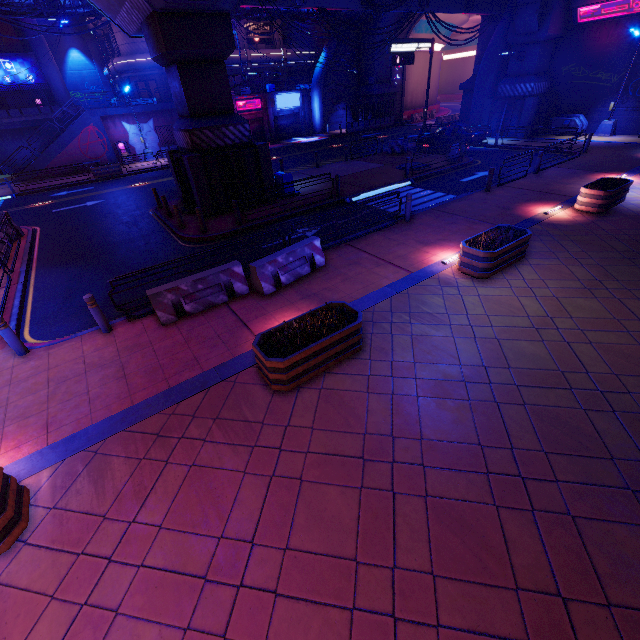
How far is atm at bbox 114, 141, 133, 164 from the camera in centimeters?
3103cm

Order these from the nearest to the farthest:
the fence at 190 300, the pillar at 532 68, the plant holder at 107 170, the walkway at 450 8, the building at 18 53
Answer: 1. the fence at 190 300
2. the walkway at 450 8
3. the pillar at 532 68
4. the plant holder at 107 170
5. the building at 18 53

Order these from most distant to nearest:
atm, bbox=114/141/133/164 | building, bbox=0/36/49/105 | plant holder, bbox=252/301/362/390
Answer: building, bbox=0/36/49/105 < atm, bbox=114/141/133/164 < plant holder, bbox=252/301/362/390

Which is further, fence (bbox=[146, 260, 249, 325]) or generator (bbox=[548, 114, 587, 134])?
generator (bbox=[548, 114, 587, 134])

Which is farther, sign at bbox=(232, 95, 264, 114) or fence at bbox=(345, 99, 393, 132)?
fence at bbox=(345, 99, 393, 132)

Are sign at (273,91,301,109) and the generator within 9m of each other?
no

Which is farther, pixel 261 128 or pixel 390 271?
pixel 261 128

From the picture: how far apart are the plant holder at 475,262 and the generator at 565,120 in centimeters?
2370cm
